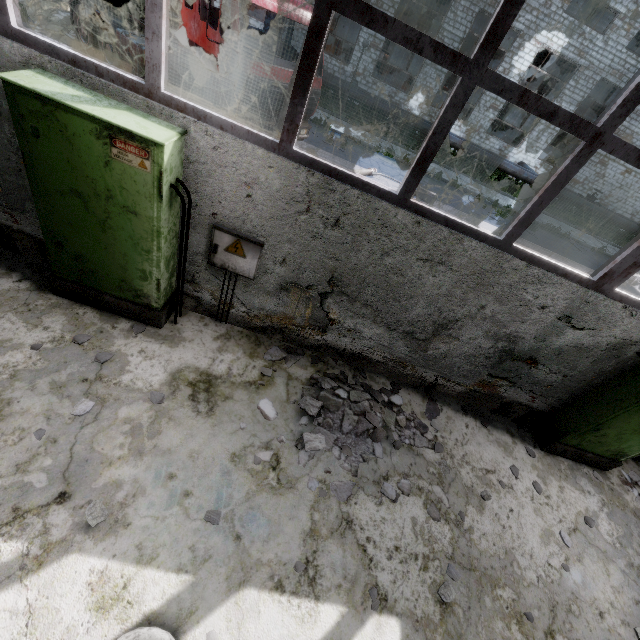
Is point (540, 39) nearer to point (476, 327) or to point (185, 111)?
point (476, 327)

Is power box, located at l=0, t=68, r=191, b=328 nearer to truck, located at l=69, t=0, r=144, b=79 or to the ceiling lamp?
the ceiling lamp

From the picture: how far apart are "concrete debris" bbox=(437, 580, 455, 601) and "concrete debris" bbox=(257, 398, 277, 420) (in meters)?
2.59

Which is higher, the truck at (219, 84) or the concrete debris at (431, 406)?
the truck at (219, 84)

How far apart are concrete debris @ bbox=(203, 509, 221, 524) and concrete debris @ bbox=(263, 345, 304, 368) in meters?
2.0

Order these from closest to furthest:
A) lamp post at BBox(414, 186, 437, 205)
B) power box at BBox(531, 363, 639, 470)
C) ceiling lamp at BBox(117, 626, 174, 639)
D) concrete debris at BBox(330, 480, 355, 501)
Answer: ceiling lamp at BBox(117, 626, 174, 639), concrete debris at BBox(330, 480, 355, 501), power box at BBox(531, 363, 639, 470), lamp post at BBox(414, 186, 437, 205)

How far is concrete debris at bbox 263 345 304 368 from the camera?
4.8 meters

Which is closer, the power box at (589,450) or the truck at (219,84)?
the power box at (589,450)
